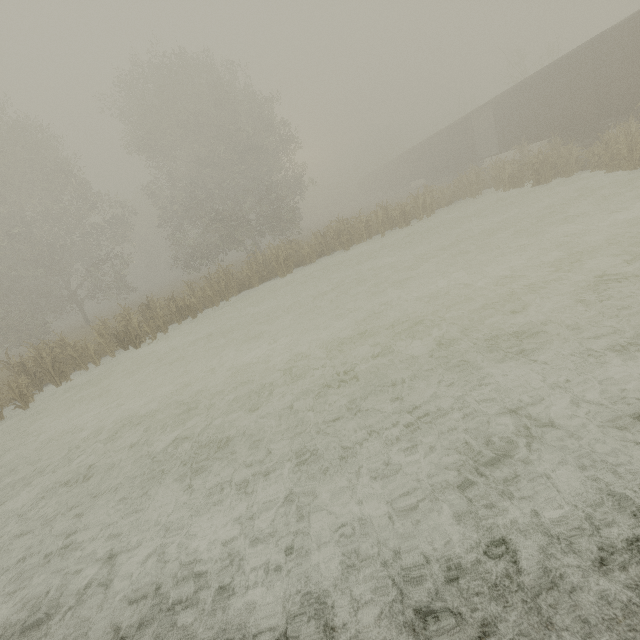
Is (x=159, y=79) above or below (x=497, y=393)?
above

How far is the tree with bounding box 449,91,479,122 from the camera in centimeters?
4928cm

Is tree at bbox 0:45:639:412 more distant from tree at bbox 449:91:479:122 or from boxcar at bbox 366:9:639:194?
tree at bbox 449:91:479:122

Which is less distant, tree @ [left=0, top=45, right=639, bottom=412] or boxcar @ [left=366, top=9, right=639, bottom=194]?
boxcar @ [left=366, top=9, right=639, bottom=194]

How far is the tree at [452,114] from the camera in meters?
49.3 m

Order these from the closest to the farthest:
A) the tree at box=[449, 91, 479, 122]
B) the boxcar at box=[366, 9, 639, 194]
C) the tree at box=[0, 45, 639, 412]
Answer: the boxcar at box=[366, 9, 639, 194] → the tree at box=[0, 45, 639, 412] → the tree at box=[449, 91, 479, 122]

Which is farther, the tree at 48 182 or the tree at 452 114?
the tree at 452 114
